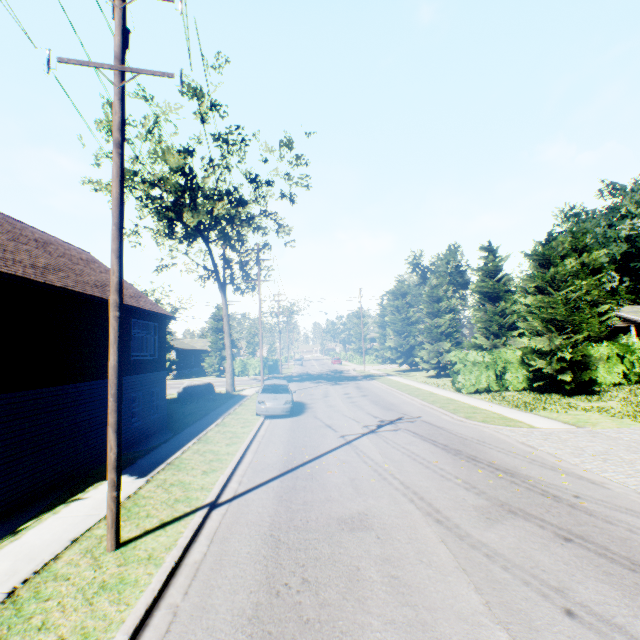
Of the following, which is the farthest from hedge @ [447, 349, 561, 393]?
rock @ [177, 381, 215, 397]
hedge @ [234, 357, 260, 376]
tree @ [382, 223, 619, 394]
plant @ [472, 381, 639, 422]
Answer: hedge @ [234, 357, 260, 376]

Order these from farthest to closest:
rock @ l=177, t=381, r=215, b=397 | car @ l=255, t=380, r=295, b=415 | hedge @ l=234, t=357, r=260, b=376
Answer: hedge @ l=234, t=357, r=260, b=376, rock @ l=177, t=381, r=215, b=397, car @ l=255, t=380, r=295, b=415

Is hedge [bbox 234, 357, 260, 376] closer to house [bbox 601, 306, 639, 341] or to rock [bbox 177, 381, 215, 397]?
rock [bbox 177, 381, 215, 397]

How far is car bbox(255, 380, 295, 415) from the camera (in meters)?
15.92

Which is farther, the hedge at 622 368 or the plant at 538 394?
the hedge at 622 368

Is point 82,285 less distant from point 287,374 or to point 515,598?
point 515,598

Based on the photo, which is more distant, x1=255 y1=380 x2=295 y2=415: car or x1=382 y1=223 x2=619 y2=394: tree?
x1=382 y1=223 x2=619 y2=394: tree

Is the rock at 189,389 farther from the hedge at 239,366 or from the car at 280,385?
the hedge at 239,366
